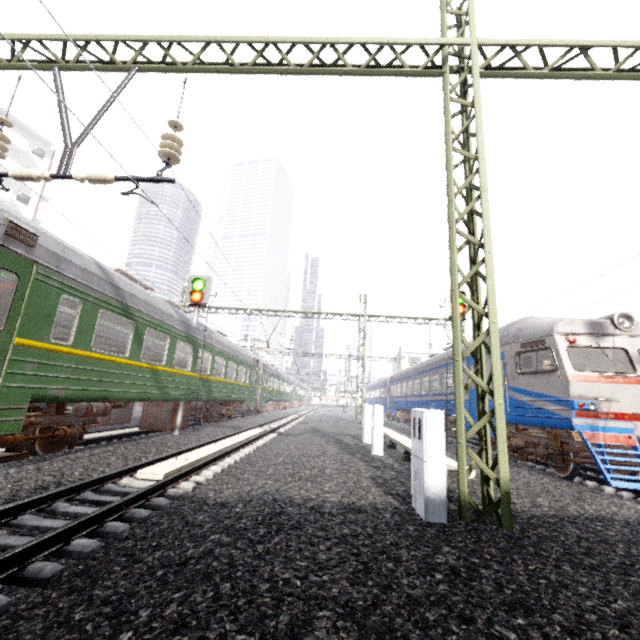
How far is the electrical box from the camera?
4.3m

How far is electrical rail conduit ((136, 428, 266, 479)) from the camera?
5.94m

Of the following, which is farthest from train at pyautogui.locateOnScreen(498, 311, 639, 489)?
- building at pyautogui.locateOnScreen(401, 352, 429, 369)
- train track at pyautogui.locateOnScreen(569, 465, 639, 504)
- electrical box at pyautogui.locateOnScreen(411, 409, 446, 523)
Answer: electrical box at pyautogui.locateOnScreen(411, 409, 446, 523)

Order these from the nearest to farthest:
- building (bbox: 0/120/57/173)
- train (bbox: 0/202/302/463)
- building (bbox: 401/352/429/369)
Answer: train (bbox: 0/202/302/463) → building (bbox: 0/120/57/173) → building (bbox: 401/352/429/369)

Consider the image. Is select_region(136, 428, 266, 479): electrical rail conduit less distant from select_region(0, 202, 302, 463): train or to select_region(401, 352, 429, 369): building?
select_region(0, 202, 302, 463): train

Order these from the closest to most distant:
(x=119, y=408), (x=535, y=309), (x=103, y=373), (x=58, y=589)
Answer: (x=58, y=589) < (x=103, y=373) < (x=119, y=408) < (x=535, y=309)

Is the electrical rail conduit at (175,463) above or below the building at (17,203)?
below

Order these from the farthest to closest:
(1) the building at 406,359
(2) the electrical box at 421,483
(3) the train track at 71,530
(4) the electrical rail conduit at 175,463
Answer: (1) the building at 406,359
(4) the electrical rail conduit at 175,463
(2) the electrical box at 421,483
(3) the train track at 71,530
